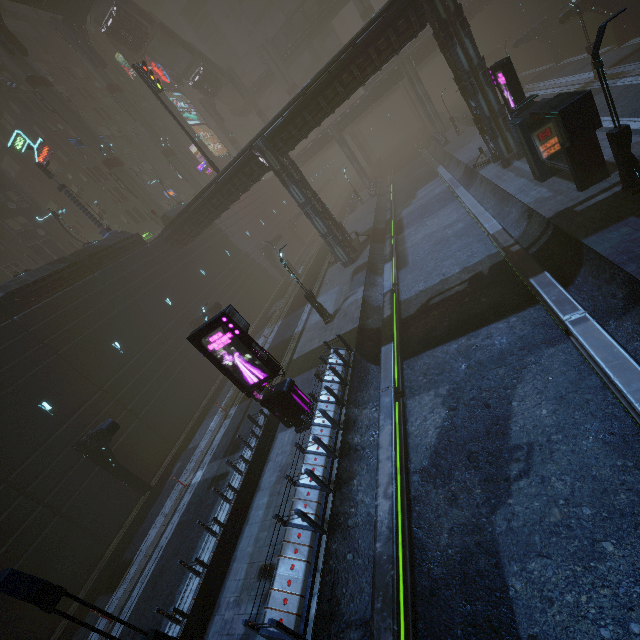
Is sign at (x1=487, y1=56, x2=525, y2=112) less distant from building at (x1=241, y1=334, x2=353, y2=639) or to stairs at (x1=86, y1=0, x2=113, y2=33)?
building at (x1=241, y1=334, x2=353, y2=639)

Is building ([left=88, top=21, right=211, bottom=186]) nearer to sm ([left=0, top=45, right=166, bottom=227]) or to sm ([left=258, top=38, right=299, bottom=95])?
sm ([left=0, top=45, right=166, bottom=227])

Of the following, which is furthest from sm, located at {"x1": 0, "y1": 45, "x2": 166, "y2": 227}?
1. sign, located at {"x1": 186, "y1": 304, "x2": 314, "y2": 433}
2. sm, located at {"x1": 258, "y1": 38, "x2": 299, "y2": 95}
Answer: sm, located at {"x1": 258, "y1": 38, "x2": 299, "y2": 95}

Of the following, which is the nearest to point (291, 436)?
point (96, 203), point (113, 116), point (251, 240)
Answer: point (251, 240)

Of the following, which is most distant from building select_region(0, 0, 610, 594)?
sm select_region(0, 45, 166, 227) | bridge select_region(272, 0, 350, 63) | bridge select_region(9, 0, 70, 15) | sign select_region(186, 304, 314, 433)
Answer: bridge select_region(9, 0, 70, 15)

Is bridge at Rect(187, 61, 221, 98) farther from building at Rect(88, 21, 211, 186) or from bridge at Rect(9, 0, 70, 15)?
bridge at Rect(9, 0, 70, 15)

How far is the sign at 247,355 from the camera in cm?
1152

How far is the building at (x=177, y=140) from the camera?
50.53m
